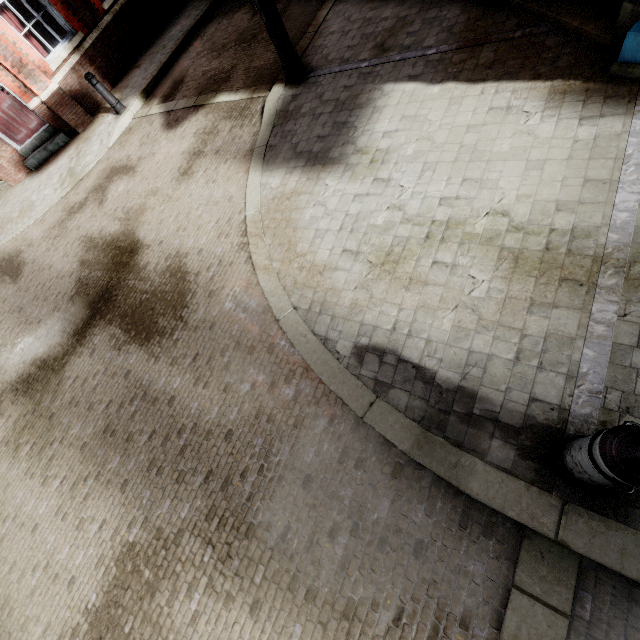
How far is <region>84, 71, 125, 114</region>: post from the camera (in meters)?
7.67

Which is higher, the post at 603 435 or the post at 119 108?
the post at 603 435

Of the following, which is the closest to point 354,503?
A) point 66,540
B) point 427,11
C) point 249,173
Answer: point 66,540

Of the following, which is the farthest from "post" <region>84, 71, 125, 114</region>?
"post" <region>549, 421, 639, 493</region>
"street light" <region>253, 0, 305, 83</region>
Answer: "post" <region>549, 421, 639, 493</region>

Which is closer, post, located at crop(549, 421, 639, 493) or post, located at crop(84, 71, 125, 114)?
post, located at crop(549, 421, 639, 493)

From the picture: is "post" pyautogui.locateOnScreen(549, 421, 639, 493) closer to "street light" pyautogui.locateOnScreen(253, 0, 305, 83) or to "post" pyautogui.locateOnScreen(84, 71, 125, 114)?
"street light" pyautogui.locateOnScreen(253, 0, 305, 83)

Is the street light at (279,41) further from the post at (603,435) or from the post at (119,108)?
the post at (603,435)
